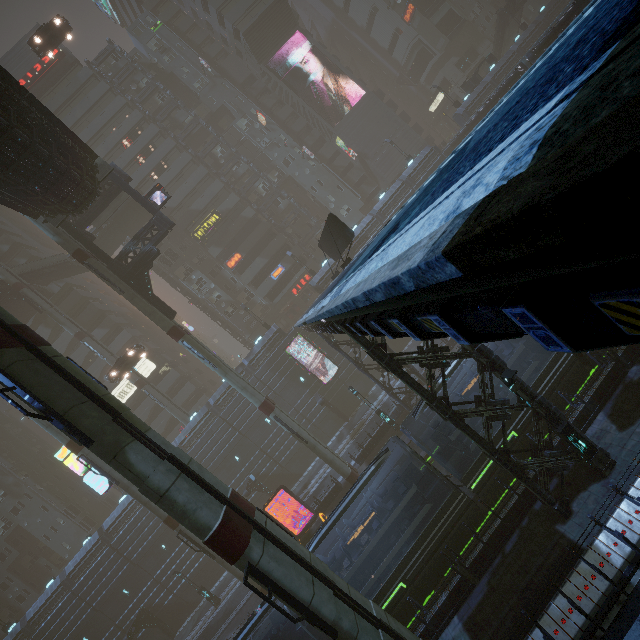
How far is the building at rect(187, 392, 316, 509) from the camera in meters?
36.5

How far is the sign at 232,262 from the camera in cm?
4678

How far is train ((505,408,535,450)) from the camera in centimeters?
1468cm

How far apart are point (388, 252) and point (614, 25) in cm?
184

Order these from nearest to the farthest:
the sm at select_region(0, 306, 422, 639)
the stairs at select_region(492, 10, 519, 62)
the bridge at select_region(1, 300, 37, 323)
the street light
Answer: the sm at select_region(0, 306, 422, 639)
the street light
the bridge at select_region(1, 300, 37, 323)
the stairs at select_region(492, 10, 519, 62)

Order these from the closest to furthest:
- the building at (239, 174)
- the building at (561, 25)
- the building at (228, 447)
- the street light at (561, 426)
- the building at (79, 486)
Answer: the street light at (561, 426) → the building at (561, 25) → the building at (79, 486) → the building at (228, 447) → the building at (239, 174)

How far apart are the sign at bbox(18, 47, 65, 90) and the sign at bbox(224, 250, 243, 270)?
35.4 meters

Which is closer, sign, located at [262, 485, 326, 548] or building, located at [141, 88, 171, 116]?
sign, located at [262, 485, 326, 548]
